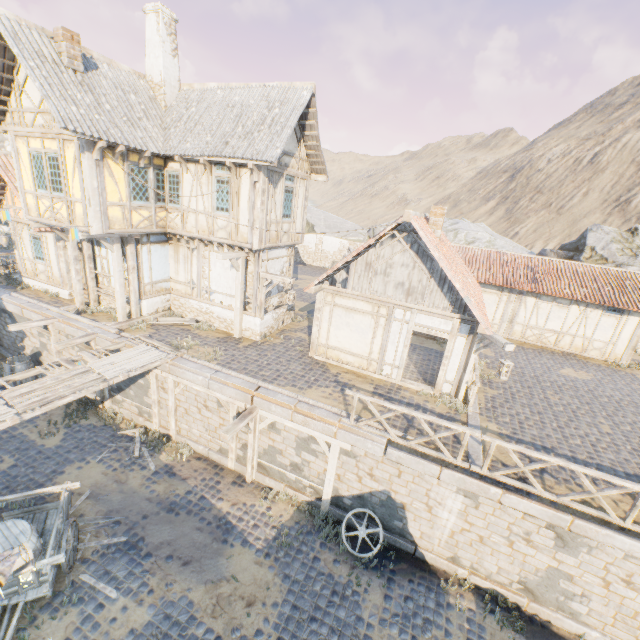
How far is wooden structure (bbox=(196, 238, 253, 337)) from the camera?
12.4m

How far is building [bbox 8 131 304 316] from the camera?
10.8 meters

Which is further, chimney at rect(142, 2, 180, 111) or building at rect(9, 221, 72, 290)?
building at rect(9, 221, 72, 290)

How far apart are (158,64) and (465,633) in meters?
21.3

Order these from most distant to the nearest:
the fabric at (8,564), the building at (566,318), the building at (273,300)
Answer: the building at (566,318), the building at (273,300), the fabric at (8,564)

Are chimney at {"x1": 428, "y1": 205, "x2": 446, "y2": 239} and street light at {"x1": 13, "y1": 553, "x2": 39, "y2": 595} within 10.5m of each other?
no

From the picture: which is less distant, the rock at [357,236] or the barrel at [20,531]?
the barrel at [20,531]

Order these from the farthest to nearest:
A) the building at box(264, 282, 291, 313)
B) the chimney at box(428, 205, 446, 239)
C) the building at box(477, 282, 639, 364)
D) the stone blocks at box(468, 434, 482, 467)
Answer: the building at box(477, 282, 639, 364) < the building at box(264, 282, 291, 313) < the chimney at box(428, 205, 446, 239) < the stone blocks at box(468, 434, 482, 467)
